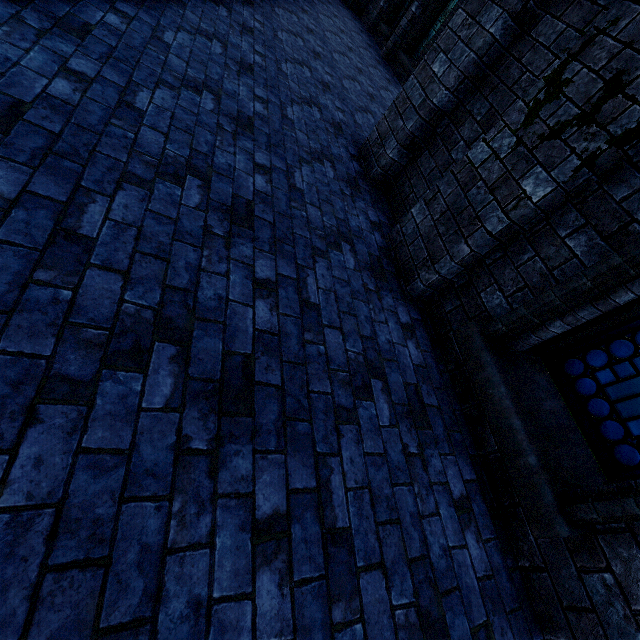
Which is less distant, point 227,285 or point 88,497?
point 88,497

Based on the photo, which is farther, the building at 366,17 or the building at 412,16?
the building at 366,17

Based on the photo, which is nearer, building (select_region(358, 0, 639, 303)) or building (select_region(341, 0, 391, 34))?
building (select_region(358, 0, 639, 303))

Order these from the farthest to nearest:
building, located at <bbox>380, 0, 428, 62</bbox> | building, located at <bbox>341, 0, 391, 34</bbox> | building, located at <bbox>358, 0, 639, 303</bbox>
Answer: building, located at <bbox>341, 0, 391, 34</bbox>, building, located at <bbox>380, 0, 428, 62</bbox>, building, located at <bbox>358, 0, 639, 303</bbox>

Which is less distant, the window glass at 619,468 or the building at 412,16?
the window glass at 619,468

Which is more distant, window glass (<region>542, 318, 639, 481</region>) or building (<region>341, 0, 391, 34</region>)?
building (<region>341, 0, 391, 34</region>)
